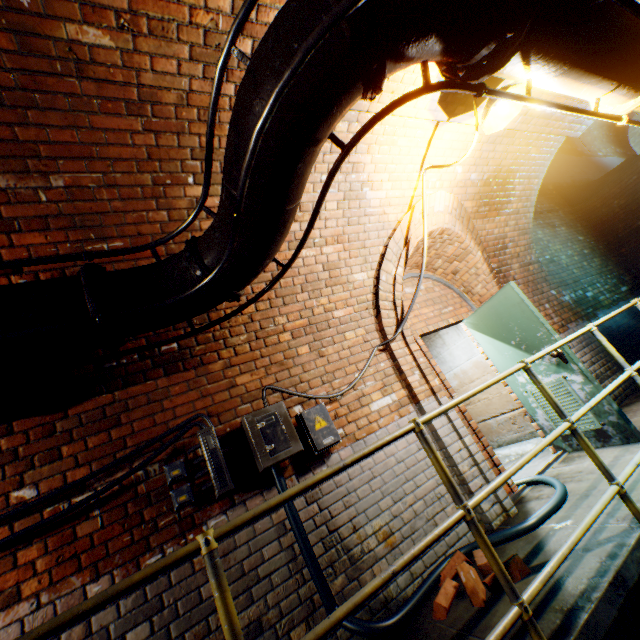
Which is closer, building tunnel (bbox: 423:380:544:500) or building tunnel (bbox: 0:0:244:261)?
building tunnel (bbox: 0:0:244:261)

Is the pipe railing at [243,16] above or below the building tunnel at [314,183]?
below

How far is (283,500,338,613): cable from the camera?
2.41m

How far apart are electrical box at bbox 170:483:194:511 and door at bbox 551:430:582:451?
3.7m

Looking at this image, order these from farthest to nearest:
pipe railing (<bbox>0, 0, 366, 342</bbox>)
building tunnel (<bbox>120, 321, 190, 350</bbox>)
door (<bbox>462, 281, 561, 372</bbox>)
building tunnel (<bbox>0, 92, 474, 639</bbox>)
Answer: door (<bbox>462, 281, 561, 372</bbox>), building tunnel (<bbox>120, 321, 190, 350</bbox>), building tunnel (<bbox>0, 92, 474, 639</bbox>), pipe railing (<bbox>0, 0, 366, 342</bbox>)

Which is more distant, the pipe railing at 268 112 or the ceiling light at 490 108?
the ceiling light at 490 108

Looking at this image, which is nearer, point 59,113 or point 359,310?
point 59,113
